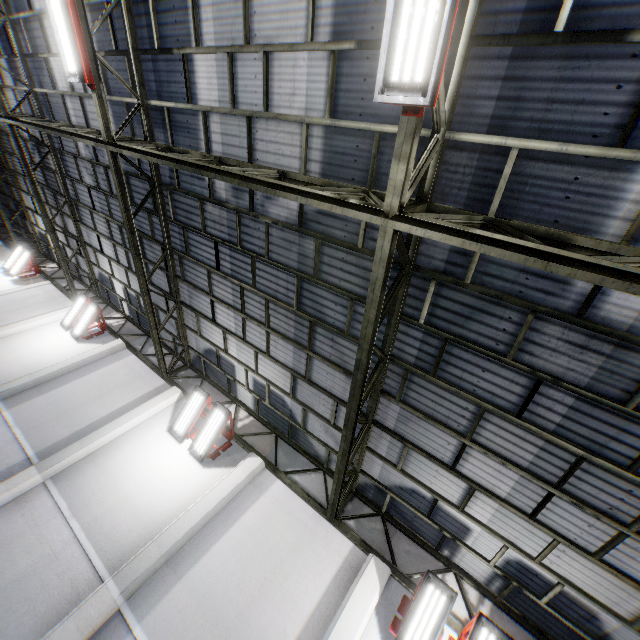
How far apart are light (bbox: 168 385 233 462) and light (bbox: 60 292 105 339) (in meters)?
7.38

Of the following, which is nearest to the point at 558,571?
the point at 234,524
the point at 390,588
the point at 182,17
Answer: the point at 390,588

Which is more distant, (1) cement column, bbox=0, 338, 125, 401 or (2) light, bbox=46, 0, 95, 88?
(1) cement column, bbox=0, 338, 125, 401

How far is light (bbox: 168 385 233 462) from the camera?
9.1 meters

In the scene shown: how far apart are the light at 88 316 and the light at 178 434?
7.4 meters

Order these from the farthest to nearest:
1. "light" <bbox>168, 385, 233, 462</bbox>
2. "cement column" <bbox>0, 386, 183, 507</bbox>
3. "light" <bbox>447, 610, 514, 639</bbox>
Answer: "light" <bbox>168, 385, 233, 462</bbox>, "cement column" <bbox>0, 386, 183, 507</bbox>, "light" <bbox>447, 610, 514, 639</bbox>

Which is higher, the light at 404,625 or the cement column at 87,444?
the light at 404,625

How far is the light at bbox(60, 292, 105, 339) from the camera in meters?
13.1
